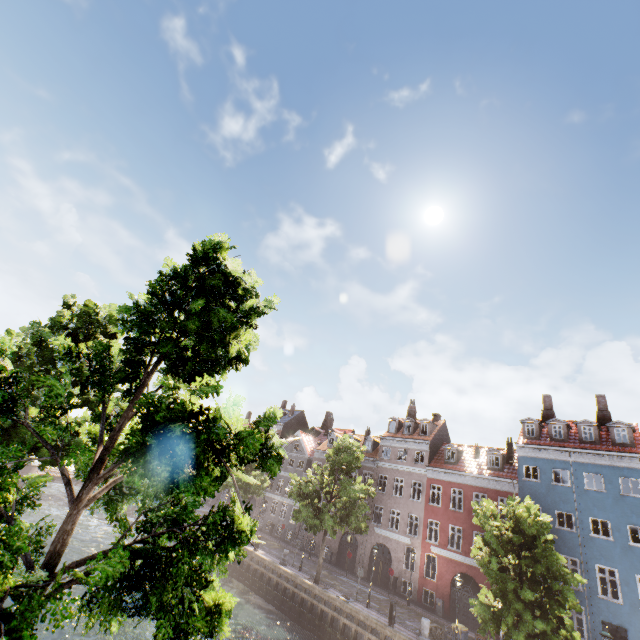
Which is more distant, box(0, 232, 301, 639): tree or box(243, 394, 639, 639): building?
box(243, 394, 639, 639): building

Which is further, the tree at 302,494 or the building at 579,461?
the tree at 302,494

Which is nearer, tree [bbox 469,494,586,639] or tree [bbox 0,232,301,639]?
tree [bbox 0,232,301,639]

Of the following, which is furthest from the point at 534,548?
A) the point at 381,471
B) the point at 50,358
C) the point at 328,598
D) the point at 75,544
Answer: the point at 75,544

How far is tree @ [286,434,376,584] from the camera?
24.9 meters

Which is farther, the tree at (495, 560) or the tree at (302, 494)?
the tree at (302, 494)
